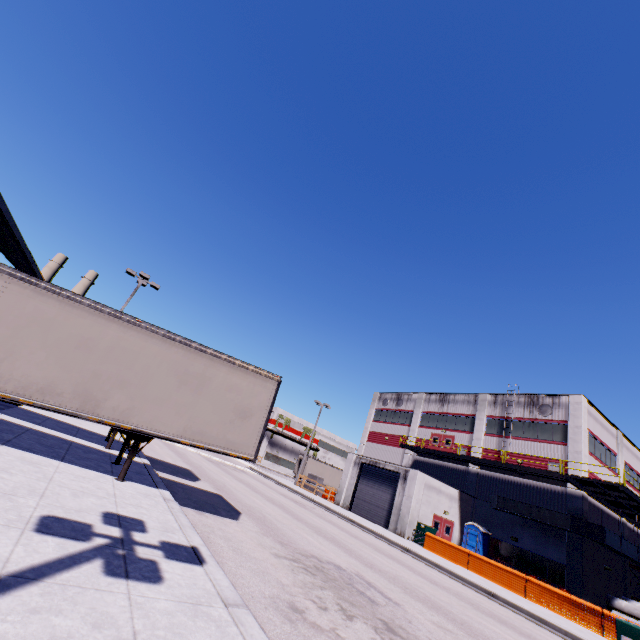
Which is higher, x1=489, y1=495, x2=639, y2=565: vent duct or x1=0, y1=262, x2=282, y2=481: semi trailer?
x1=489, y1=495, x2=639, y2=565: vent duct

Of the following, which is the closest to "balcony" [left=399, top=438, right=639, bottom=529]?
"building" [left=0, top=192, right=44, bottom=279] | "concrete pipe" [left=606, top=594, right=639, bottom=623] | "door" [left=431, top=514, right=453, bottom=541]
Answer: "building" [left=0, top=192, right=44, bottom=279]

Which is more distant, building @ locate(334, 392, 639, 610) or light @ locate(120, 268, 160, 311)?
building @ locate(334, 392, 639, 610)

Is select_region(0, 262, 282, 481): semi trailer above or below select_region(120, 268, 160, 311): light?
below

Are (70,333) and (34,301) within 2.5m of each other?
yes

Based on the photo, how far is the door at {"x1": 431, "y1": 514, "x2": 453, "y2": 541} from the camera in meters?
26.1 m

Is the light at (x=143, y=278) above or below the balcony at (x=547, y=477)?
above

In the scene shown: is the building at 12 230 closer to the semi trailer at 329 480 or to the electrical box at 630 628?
the semi trailer at 329 480
